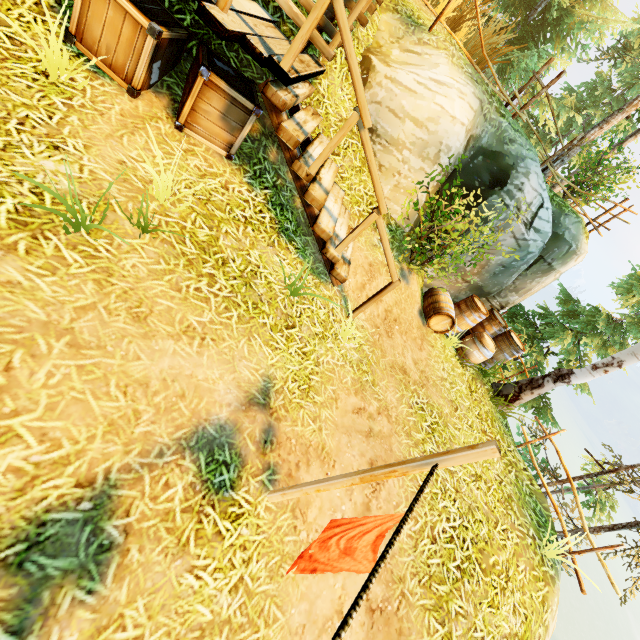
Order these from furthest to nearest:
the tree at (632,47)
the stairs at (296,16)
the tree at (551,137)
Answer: the tree at (551,137) → the tree at (632,47) → the stairs at (296,16)

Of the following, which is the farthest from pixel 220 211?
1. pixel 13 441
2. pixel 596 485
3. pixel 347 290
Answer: pixel 596 485

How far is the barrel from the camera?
7.4m

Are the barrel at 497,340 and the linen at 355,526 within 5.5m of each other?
no

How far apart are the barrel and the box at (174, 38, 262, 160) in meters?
6.0 m

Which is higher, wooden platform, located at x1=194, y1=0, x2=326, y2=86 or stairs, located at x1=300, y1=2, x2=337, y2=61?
stairs, located at x1=300, y1=2, x2=337, y2=61

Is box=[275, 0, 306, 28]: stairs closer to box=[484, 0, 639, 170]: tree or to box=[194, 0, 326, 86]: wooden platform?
box=[194, 0, 326, 86]: wooden platform

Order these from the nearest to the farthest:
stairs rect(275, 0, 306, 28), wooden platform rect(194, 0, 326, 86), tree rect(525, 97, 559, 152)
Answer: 1. wooden platform rect(194, 0, 326, 86)
2. stairs rect(275, 0, 306, 28)
3. tree rect(525, 97, 559, 152)
